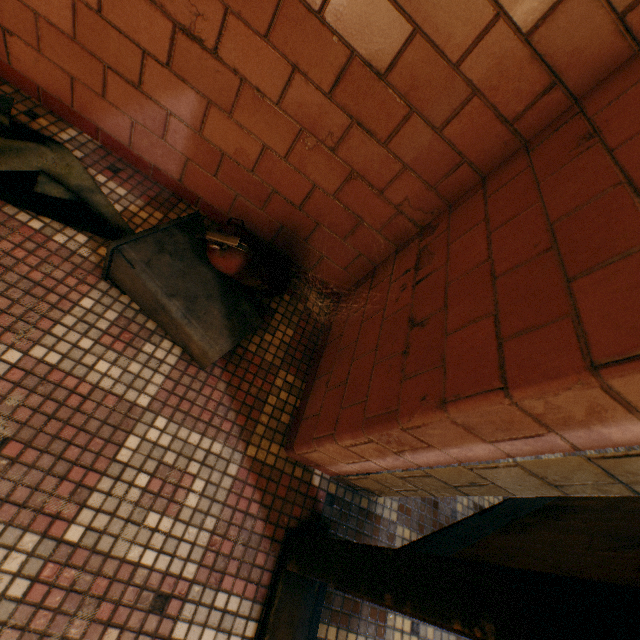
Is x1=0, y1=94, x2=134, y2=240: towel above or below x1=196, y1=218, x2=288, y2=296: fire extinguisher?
below

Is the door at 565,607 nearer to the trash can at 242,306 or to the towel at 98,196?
the trash can at 242,306

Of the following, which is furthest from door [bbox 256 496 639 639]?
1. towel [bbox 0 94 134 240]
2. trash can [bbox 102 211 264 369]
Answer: → towel [bbox 0 94 134 240]

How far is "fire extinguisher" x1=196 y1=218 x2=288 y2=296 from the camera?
1.0 meters

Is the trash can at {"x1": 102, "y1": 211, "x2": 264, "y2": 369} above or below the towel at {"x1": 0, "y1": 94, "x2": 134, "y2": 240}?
above

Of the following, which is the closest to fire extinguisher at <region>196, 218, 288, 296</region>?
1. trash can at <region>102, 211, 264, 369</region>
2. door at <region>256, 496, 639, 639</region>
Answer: trash can at <region>102, 211, 264, 369</region>

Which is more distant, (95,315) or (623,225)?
(95,315)

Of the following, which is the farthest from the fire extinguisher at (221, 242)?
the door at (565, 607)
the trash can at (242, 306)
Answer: the door at (565, 607)
